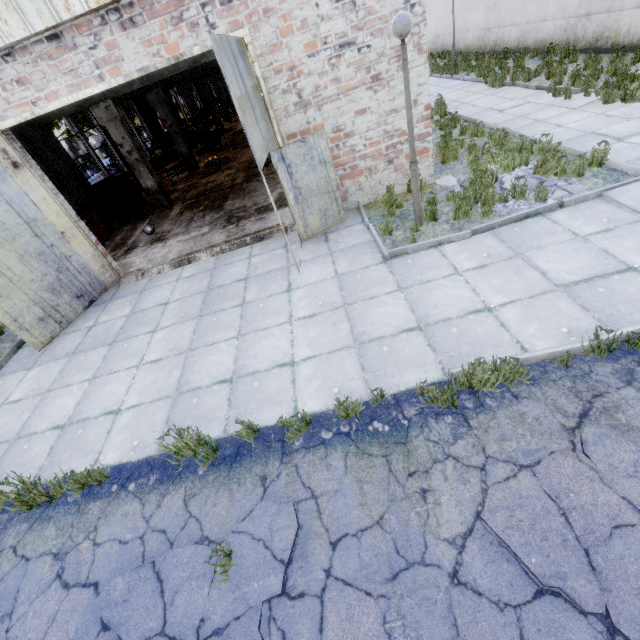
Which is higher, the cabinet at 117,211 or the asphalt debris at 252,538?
the cabinet at 117,211

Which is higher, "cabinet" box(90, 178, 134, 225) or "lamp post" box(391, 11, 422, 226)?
"lamp post" box(391, 11, 422, 226)

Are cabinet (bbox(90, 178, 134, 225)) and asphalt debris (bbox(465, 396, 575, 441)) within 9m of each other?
no

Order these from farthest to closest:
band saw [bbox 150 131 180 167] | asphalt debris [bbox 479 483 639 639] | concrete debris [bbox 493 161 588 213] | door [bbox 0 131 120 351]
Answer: band saw [bbox 150 131 180 167] < door [bbox 0 131 120 351] < concrete debris [bbox 493 161 588 213] < asphalt debris [bbox 479 483 639 639]

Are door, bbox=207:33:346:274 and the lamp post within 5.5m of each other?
yes

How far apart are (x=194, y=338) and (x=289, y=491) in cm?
370

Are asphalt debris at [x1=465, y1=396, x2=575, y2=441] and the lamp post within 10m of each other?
yes

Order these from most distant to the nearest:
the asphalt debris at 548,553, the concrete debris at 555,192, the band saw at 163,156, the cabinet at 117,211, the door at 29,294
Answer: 1. the band saw at 163,156
2. the cabinet at 117,211
3. the door at 29,294
4. the concrete debris at 555,192
5. the asphalt debris at 548,553
